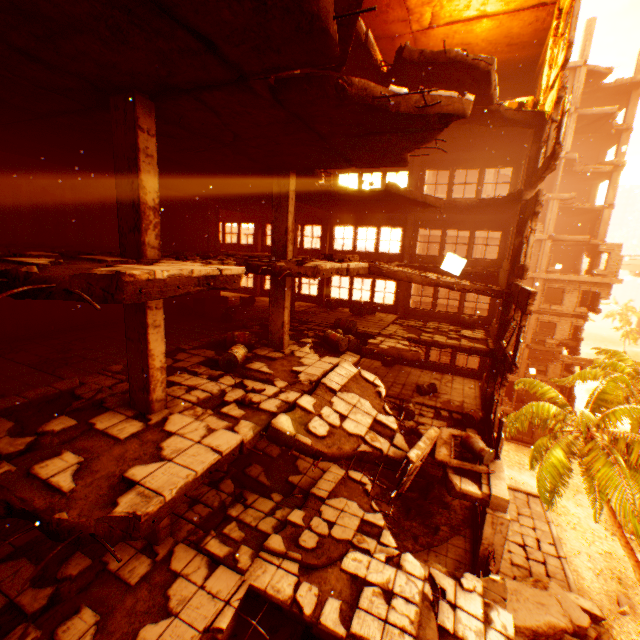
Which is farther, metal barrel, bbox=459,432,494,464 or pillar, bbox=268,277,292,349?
pillar, bbox=268,277,292,349

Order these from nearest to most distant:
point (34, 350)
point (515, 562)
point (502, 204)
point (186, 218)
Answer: point (34, 350) → point (502, 204) → point (186, 218) → point (515, 562)

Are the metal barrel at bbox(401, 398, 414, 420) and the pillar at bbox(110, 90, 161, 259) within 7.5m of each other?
no

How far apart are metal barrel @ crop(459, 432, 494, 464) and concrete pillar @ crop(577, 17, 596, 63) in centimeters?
2985cm

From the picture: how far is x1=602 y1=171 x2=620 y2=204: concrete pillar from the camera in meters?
27.5

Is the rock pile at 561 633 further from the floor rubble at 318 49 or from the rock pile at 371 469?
the floor rubble at 318 49

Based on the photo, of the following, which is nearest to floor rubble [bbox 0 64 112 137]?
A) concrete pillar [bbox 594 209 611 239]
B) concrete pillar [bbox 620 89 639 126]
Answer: concrete pillar [bbox 594 209 611 239]

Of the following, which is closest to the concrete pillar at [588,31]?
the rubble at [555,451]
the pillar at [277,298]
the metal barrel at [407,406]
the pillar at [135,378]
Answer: the rubble at [555,451]
